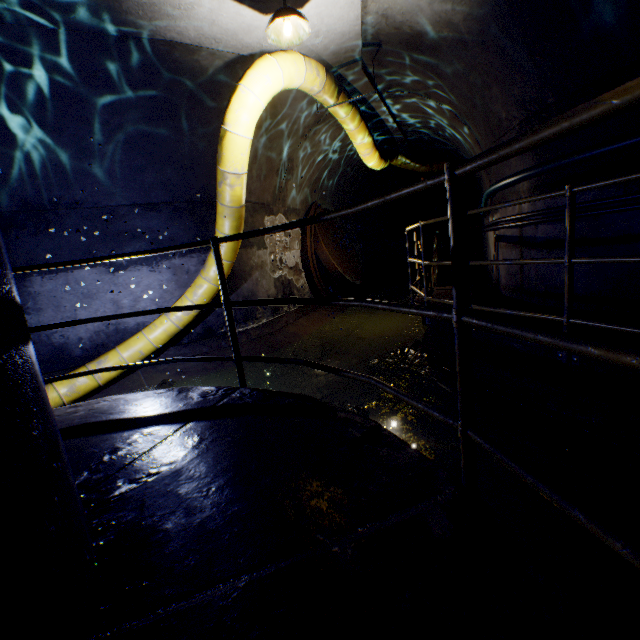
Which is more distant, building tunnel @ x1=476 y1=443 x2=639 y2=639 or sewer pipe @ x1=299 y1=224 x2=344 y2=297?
sewer pipe @ x1=299 y1=224 x2=344 y2=297

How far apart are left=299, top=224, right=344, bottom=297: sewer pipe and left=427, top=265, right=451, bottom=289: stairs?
2.8m

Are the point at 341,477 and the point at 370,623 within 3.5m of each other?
yes

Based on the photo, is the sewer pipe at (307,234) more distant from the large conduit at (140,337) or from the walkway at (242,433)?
the large conduit at (140,337)

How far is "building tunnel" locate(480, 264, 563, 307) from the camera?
3.8m

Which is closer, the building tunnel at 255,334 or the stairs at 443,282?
the building tunnel at 255,334

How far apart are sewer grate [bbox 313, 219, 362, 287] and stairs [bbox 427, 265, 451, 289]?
2.05m

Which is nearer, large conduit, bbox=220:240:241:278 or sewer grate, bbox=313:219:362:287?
large conduit, bbox=220:240:241:278
